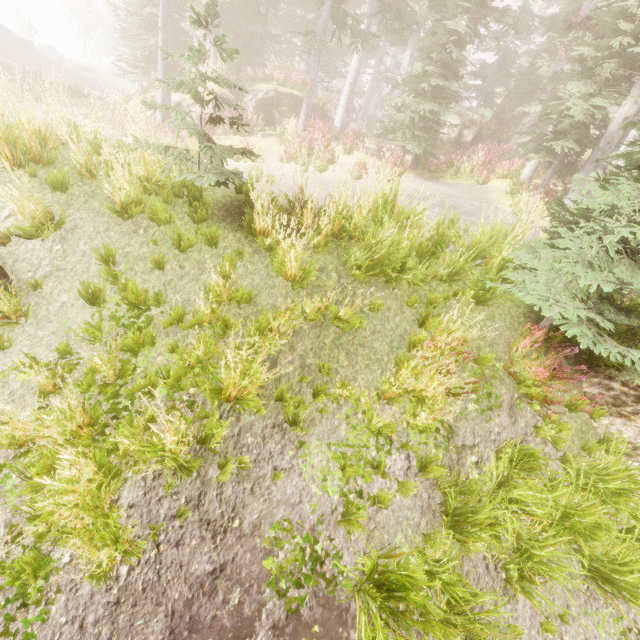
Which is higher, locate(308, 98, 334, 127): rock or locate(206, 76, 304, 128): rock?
locate(308, 98, 334, 127): rock

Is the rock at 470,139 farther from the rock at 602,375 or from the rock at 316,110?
the rock at 602,375

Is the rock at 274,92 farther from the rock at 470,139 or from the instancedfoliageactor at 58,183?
the rock at 470,139

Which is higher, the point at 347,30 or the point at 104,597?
the point at 347,30

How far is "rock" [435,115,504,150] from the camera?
24.58m

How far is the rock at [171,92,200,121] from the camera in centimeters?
1728cm

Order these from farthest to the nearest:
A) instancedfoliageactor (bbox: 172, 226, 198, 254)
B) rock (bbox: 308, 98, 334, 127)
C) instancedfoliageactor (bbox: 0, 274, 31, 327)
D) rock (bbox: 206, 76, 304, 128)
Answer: rock (bbox: 308, 98, 334, 127) → rock (bbox: 206, 76, 304, 128) → instancedfoliageactor (bbox: 172, 226, 198, 254) → instancedfoliageactor (bbox: 0, 274, 31, 327)
